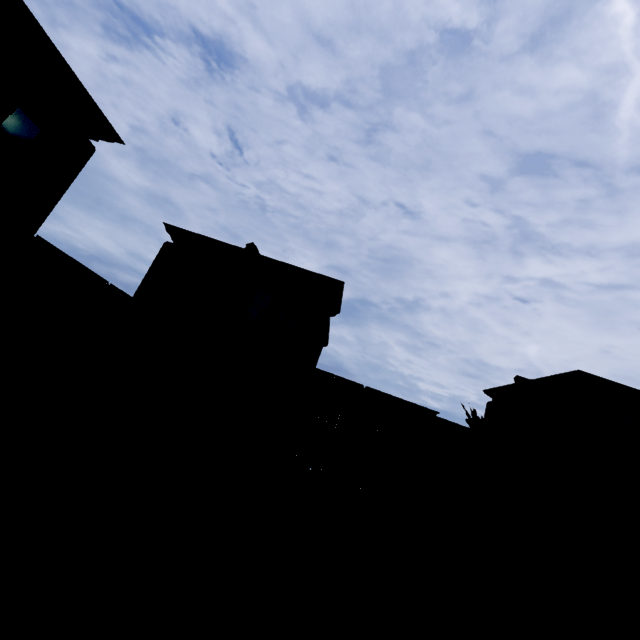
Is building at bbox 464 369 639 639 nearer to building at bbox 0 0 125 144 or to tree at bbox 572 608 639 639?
tree at bbox 572 608 639 639

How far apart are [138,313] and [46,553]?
10.94m

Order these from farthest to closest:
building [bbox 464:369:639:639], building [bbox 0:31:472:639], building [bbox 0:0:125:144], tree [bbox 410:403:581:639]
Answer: building [bbox 464:369:639:639] < building [bbox 0:31:472:639] < tree [bbox 410:403:581:639] < building [bbox 0:0:125:144]

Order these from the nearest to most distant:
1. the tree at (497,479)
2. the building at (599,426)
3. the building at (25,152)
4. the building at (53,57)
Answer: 1. the building at (53,57)
2. the tree at (497,479)
3. the building at (25,152)
4. the building at (599,426)

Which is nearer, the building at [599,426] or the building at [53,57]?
the building at [53,57]

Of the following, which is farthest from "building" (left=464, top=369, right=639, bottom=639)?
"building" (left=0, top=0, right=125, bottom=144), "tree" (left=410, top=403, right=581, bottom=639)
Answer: "building" (left=0, top=0, right=125, bottom=144)
